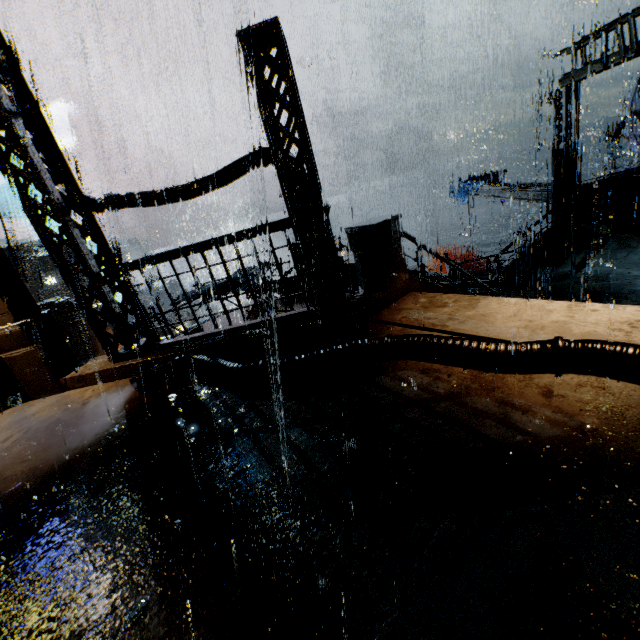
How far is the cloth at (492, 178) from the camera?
24.3 meters

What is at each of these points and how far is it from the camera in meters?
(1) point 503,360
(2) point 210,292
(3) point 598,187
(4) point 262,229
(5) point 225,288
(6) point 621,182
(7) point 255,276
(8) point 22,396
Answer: (1) pipe, 3.9
(2) scaffolding, 9.2
(3) building, 16.0
(4) railing, 6.0
(5) scaffolding, 9.9
(6) trash can, 15.1
(7) scaffolding, 10.2
(8) bridge, 7.2

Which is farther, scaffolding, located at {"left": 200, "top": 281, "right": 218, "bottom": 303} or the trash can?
the trash can

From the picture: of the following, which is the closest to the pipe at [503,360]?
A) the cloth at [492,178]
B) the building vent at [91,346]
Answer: the building vent at [91,346]

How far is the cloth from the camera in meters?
24.3

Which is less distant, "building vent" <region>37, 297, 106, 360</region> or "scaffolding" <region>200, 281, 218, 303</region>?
"scaffolding" <region>200, 281, 218, 303</region>

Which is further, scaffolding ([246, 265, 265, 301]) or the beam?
the beam

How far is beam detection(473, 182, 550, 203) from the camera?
17.6 meters
